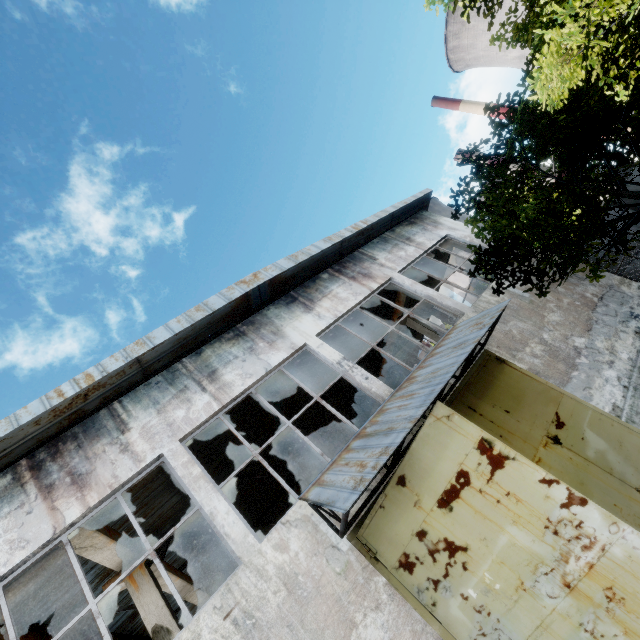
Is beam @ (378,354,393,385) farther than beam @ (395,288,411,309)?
Yes

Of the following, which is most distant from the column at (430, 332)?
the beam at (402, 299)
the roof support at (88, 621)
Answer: the roof support at (88, 621)

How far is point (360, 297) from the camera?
10.0m

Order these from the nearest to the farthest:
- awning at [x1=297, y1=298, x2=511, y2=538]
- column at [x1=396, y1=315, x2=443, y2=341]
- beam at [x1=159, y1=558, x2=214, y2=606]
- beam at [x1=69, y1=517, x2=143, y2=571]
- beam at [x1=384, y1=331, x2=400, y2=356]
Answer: awning at [x1=297, y1=298, x2=511, y2=538]
beam at [x1=69, y1=517, x2=143, y2=571]
beam at [x1=159, y1=558, x2=214, y2=606]
column at [x1=396, y1=315, x2=443, y2=341]
beam at [x1=384, y1=331, x2=400, y2=356]

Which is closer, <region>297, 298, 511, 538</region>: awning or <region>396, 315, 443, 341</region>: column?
<region>297, 298, 511, 538</region>: awning

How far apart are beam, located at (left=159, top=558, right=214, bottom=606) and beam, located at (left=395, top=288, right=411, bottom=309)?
11.9m

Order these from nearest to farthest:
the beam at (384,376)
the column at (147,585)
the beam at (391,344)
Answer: the column at (147,585) → the beam at (391,344) → the beam at (384,376)
